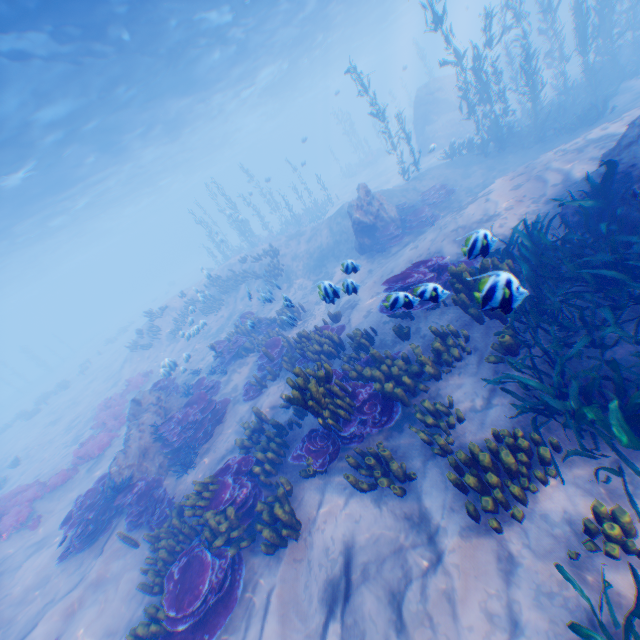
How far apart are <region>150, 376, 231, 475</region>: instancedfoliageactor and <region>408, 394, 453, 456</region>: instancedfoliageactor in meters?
7.1

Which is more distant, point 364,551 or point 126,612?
point 126,612

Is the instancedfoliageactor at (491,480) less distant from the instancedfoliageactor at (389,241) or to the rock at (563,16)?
the rock at (563,16)

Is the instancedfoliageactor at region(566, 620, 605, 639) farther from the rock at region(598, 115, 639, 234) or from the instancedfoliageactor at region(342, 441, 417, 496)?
the rock at region(598, 115, 639, 234)

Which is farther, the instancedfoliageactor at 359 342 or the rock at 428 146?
the rock at 428 146

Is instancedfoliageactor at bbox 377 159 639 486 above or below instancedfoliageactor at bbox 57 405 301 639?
above

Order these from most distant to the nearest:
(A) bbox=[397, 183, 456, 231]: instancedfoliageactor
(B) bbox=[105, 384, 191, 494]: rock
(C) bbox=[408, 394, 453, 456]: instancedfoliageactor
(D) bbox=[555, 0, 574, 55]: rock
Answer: (D) bbox=[555, 0, 574, 55]: rock
(A) bbox=[397, 183, 456, 231]: instancedfoliageactor
(B) bbox=[105, 384, 191, 494]: rock
(C) bbox=[408, 394, 453, 456]: instancedfoliageactor

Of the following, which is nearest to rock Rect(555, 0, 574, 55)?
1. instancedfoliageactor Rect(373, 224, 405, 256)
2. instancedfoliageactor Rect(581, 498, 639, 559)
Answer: instancedfoliageactor Rect(581, 498, 639, 559)
